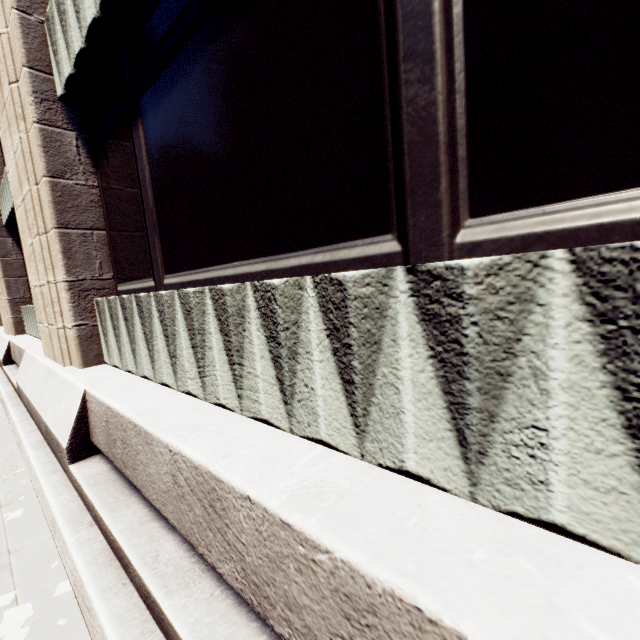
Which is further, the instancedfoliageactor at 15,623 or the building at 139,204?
the instancedfoliageactor at 15,623

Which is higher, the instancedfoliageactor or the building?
the building

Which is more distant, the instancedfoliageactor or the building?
the instancedfoliageactor

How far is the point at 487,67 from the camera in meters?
1.4 m

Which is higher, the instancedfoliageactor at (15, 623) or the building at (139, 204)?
the building at (139, 204)
